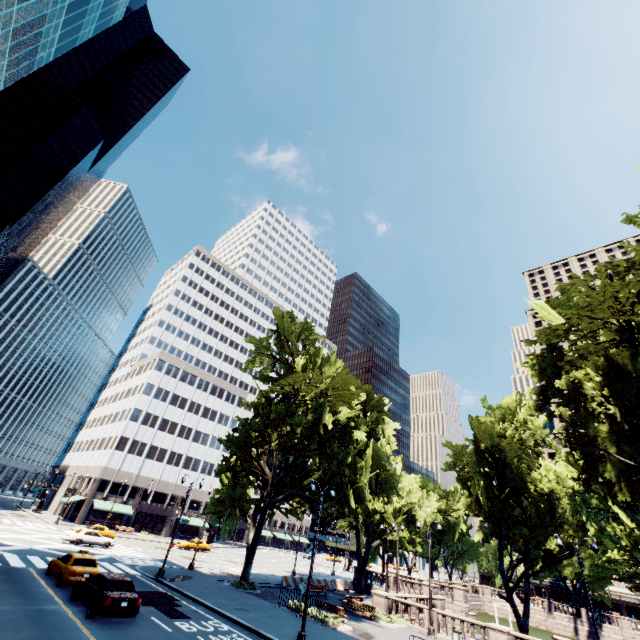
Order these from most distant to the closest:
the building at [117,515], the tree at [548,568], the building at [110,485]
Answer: the building at [117,515], the building at [110,485], the tree at [548,568]

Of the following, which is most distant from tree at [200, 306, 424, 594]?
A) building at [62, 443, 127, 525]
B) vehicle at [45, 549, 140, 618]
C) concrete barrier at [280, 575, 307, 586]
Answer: vehicle at [45, 549, 140, 618]

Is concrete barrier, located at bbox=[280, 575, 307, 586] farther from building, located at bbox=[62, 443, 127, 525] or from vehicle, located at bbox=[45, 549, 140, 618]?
building, located at bbox=[62, 443, 127, 525]

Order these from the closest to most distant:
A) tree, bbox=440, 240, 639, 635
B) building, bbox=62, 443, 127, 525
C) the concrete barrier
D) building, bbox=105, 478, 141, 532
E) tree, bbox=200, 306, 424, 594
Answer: tree, bbox=440, 240, 639, 635 < tree, bbox=200, 306, 424, 594 < the concrete barrier < building, bbox=62, 443, 127, 525 < building, bbox=105, 478, 141, 532

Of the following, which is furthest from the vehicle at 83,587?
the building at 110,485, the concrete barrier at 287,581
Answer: the building at 110,485

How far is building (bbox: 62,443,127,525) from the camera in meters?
54.7 m

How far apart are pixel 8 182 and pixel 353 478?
74.04m

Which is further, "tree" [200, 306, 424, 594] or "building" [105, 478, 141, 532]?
"building" [105, 478, 141, 532]
